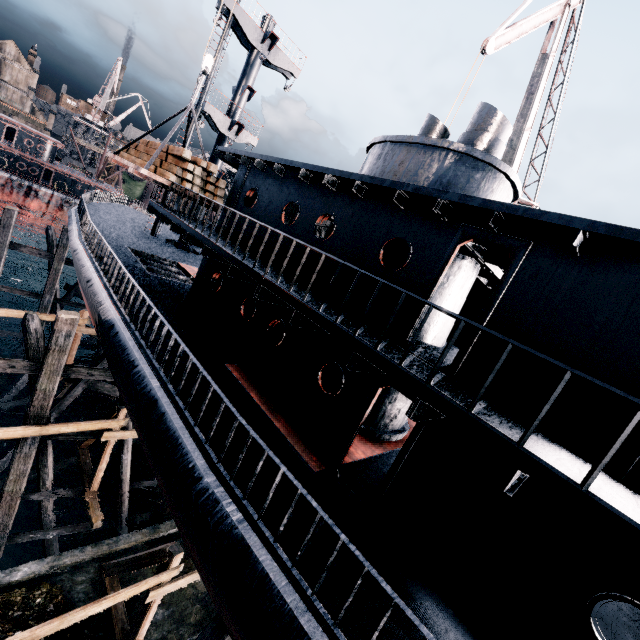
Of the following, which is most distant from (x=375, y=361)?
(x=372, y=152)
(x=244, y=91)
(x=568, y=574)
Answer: (x=244, y=91)

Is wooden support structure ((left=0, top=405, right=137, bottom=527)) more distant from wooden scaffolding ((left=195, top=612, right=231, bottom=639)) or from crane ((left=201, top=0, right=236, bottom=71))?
wooden scaffolding ((left=195, top=612, right=231, bottom=639))

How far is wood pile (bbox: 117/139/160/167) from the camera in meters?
13.4

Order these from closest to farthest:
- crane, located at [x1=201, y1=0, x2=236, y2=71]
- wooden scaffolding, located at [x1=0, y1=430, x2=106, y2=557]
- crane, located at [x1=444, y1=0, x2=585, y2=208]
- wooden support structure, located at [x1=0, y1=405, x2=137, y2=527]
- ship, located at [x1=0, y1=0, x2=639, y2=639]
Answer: ship, located at [x1=0, y1=0, x2=639, y2=639] → wooden support structure, located at [x1=0, y1=405, x2=137, y2=527] → wooden scaffolding, located at [x1=0, y1=430, x2=106, y2=557] → crane, located at [x1=201, y1=0, x2=236, y2=71] → crane, located at [x1=444, y1=0, x2=585, y2=208]

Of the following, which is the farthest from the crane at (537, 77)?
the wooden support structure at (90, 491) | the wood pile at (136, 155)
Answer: the wooden support structure at (90, 491)

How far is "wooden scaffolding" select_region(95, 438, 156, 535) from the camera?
13.44m

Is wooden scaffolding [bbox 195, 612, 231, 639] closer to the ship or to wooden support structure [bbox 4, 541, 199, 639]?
the ship

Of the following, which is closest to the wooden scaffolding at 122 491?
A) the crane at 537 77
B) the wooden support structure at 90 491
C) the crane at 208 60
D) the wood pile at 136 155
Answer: the wooden support structure at 90 491
